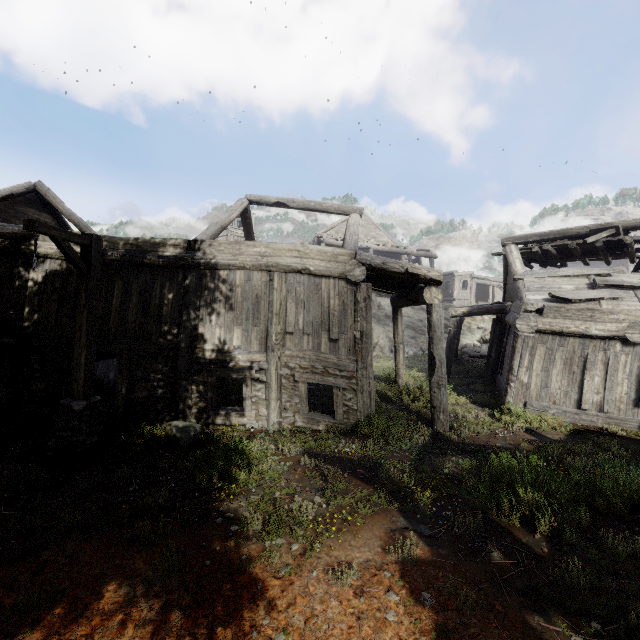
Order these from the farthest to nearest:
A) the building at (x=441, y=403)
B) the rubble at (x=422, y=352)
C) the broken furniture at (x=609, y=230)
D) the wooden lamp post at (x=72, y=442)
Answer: the rubble at (x=422, y=352) < the broken furniture at (x=609, y=230) < the building at (x=441, y=403) < the wooden lamp post at (x=72, y=442)

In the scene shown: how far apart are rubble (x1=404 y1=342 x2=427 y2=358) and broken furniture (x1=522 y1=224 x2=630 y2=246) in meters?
11.7

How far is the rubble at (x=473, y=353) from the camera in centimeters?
2258cm

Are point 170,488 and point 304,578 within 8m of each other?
yes

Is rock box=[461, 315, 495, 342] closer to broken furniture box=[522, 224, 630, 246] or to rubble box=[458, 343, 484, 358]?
rubble box=[458, 343, 484, 358]

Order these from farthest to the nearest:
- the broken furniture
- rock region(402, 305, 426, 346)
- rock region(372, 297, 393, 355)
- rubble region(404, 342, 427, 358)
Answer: Result: rock region(402, 305, 426, 346), rock region(372, 297, 393, 355), rubble region(404, 342, 427, 358), the broken furniture

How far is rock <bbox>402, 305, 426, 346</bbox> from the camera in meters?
26.5

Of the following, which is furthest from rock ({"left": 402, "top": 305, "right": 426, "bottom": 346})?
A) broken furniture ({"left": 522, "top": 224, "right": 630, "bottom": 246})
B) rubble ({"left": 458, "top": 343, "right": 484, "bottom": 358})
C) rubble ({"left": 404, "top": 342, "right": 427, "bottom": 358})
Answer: broken furniture ({"left": 522, "top": 224, "right": 630, "bottom": 246})
